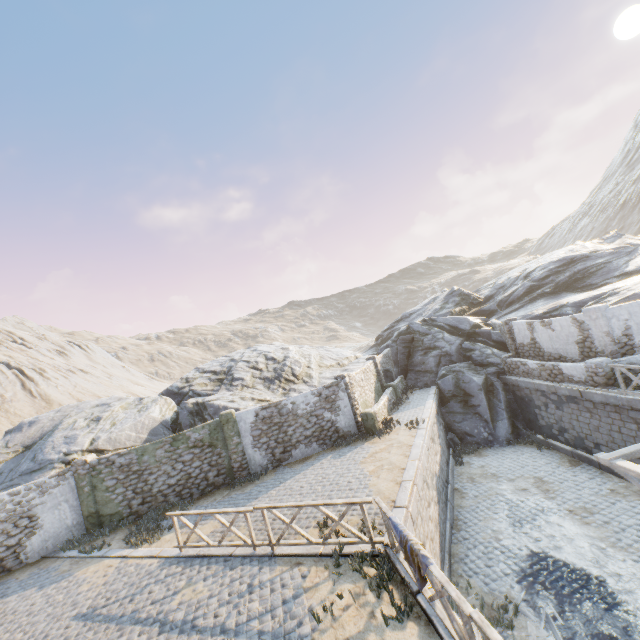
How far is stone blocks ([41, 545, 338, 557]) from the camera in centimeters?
814cm

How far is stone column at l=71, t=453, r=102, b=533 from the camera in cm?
1355

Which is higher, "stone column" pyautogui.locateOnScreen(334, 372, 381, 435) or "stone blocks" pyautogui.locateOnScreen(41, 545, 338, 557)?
"stone column" pyautogui.locateOnScreen(334, 372, 381, 435)

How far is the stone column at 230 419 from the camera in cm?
1477

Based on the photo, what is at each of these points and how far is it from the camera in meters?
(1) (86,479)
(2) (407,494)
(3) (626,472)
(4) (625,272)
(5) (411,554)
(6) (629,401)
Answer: (1) stone column, 13.7
(2) stone blocks, 9.3
(3) awning, 8.4
(4) rock, 22.7
(5) fabric, 5.6
(6) stone blocks, 11.6

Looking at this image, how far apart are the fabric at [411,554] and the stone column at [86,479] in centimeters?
1353cm

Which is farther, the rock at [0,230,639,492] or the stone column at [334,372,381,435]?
the rock at [0,230,639,492]
